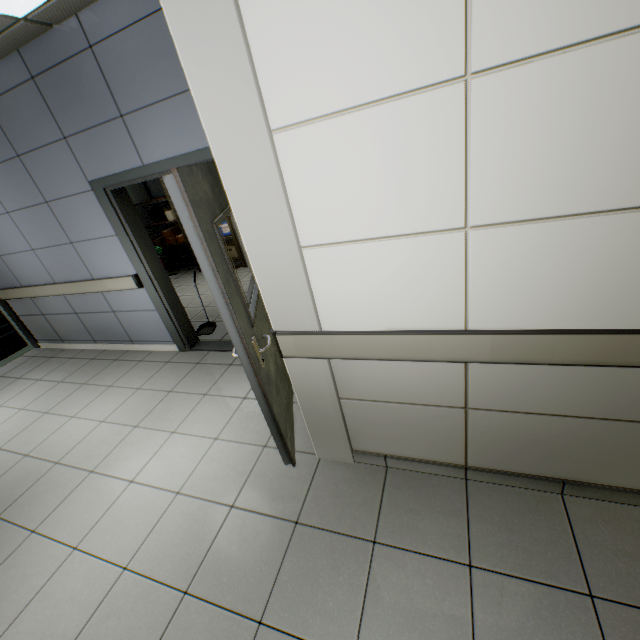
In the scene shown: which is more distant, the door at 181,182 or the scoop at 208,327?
the scoop at 208,327

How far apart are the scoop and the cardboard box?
3.3 meters

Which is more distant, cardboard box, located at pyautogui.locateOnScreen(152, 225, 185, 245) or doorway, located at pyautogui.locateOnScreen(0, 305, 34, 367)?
cardboard box, located at pyautogui.locateOnScreen(152, 225, 185, 245)

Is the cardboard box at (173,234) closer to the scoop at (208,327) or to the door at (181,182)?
the scoop at (208,327)

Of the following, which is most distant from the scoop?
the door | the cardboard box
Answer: the cardboard box

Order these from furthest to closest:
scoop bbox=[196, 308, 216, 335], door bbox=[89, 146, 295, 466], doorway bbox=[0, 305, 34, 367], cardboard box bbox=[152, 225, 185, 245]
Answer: cardboard box bbox=[152, 225, 185, 245]
doorway bbox=[0, 305, 34, 367]
scoop bbox=[196, 308, 216, 335]
door bbox=[89, 146, 295, 466]

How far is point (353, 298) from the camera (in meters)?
1.62

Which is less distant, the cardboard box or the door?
the door
